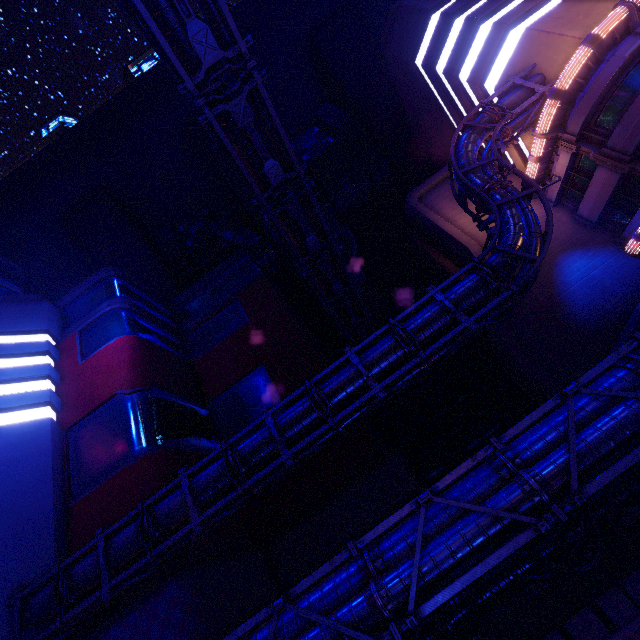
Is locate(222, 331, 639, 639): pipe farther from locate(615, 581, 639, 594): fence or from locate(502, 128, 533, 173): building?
locate(502, 128, 533, 173): building

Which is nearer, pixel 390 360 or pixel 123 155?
pixel 390 360

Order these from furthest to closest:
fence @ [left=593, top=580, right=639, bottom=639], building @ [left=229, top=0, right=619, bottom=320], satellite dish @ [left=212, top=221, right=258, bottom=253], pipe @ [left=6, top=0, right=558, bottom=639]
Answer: satellite dish @ [left=212, top=221, right=258, bottom=253] < building @ [left=229, top=0, right=619, bottom=320] < pipe @ [left=6, top=0, right=558, bottom=639] < fence @ [left=593, top=580, right=639, bottom=639]

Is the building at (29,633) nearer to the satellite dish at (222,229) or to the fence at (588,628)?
the satellite dish at (222,229)

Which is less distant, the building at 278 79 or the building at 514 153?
the building at 278 79

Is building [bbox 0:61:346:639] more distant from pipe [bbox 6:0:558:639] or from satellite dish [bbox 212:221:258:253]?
satellite dish [bbox 212:221:258:253]

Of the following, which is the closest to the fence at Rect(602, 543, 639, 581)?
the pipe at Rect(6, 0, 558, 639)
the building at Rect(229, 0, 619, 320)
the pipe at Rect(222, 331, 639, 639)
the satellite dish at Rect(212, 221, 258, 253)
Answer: the pipe at Rect(222, 331, 639, 639)
